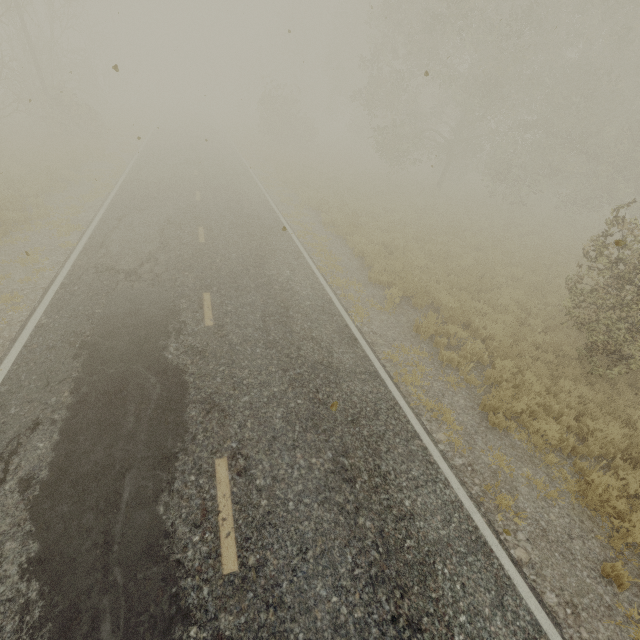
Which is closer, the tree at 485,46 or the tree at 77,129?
the tree at 485,46

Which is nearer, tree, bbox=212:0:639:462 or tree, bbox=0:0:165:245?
tree, bbox=212:0:639:462

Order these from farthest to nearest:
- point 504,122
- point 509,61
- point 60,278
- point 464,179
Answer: point 464,179 < point 504,122 < point 509,61 < point 60,278
